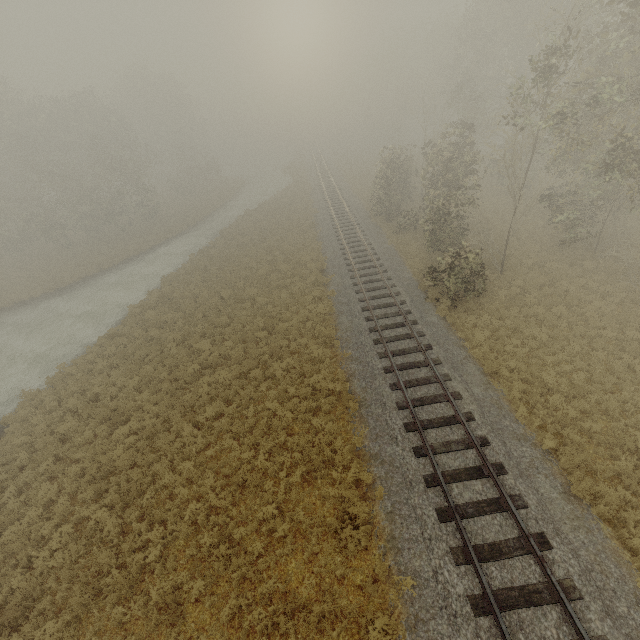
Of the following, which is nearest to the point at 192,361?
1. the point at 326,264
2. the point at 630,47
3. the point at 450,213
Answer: the point at 326,264
